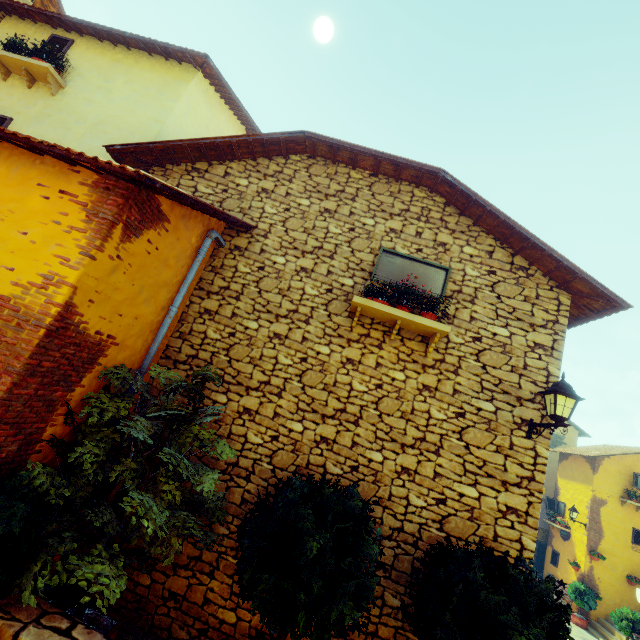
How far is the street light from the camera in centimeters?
418cm

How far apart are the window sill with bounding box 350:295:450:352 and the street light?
1.5 meters

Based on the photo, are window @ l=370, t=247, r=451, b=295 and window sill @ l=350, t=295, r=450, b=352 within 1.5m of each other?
yes

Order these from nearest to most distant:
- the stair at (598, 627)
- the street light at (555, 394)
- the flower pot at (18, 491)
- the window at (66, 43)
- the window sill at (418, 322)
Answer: the flower pot at (18, 491) < the street light at (555, 394) < the window sill at (418, 322) < the window at (66, 43) < the stair at (598, 627)

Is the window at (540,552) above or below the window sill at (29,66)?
below

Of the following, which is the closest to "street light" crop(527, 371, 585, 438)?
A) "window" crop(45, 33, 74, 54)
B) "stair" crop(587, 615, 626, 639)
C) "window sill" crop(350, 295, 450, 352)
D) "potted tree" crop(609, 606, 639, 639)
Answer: "window sill" crop(350, 295, 450, 352)

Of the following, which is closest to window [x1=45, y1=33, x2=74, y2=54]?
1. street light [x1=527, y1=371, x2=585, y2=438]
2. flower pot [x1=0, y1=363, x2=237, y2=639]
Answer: flower pot [x1=0, y1=363, x2=237, y2=639]

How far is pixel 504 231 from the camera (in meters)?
5.50
